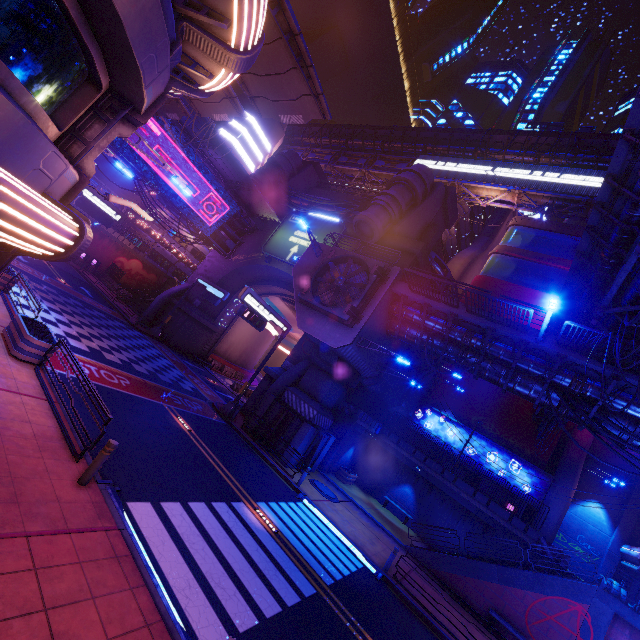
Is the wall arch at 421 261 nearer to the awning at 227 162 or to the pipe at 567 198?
the awning at 227 162

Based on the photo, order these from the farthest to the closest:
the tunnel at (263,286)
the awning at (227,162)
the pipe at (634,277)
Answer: the tunnel at (263,286) < the awning at (227,162) < the pipe at (634,277)

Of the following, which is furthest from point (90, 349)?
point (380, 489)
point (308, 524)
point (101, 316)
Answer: point (380, 489)

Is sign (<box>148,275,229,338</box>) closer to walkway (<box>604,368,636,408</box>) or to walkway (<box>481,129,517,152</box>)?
walkway (<box>604,368,636,408</box>)

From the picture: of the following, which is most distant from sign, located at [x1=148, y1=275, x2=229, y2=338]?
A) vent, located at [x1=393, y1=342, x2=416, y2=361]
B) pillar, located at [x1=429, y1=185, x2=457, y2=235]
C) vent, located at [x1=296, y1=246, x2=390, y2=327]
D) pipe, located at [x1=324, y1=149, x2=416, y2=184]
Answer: pipe, located at [x1=324, y1=149, x2=416, y2=184]

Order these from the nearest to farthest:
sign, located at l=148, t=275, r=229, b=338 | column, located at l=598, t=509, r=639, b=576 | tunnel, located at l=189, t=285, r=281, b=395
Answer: column, located at l=598, t=509, r=639, b=576
sign, located at l=148, t=275, r=229, b=338
tunnel, located at l=189, t=285, r=281, b=395

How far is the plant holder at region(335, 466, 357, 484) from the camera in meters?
24.0

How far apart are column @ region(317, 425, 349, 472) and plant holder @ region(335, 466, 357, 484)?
1.5m
